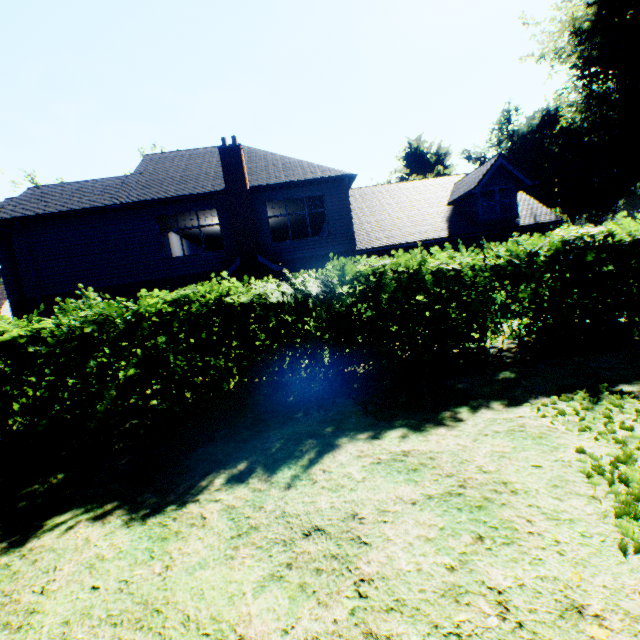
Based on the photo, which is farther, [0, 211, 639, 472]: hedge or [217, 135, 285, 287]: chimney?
[217, 135, 285, 287]: chimney

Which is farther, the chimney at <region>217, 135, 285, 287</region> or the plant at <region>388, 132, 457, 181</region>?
the plant at <region>388, 132, 457, 181</region>

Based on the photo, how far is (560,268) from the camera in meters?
6.2

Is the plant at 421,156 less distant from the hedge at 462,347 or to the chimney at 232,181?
the hedge at 462,347

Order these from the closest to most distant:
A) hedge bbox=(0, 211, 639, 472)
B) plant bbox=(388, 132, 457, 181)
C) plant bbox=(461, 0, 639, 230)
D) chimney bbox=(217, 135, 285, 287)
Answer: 1. hedge bbox=(0, 211, 639, 472)
2. chimney bbox=(217, 135, 285, 287)
3. plant bbox=(461, 0, 639, 230)
4. plant bbox=(388, 132, 457, 181)

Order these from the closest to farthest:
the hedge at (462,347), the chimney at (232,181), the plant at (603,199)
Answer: the hedge at (462,347)
the chimney at (232,181)
the plant at (603,199)

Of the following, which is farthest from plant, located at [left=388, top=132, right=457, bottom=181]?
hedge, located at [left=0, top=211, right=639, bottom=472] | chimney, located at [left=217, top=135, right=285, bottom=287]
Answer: chimney, located at [left=217, top=135, right=285, bottom=287]
